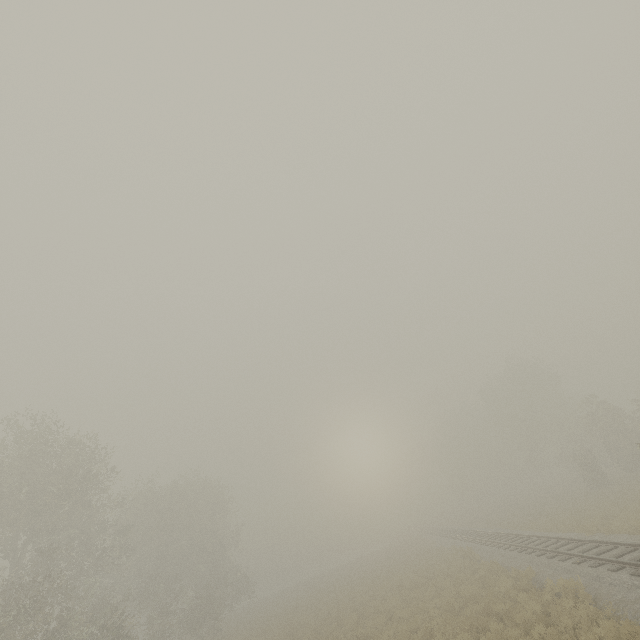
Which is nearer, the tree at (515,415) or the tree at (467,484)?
the tree at (515,415)

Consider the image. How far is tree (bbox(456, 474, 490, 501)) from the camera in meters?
57.0 m

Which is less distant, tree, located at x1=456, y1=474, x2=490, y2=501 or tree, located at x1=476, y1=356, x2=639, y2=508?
tree, located at x1=476, y1=356, x2=639, y2=508

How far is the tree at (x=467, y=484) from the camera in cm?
5703

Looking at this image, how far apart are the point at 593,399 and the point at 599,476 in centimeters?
3763cm
